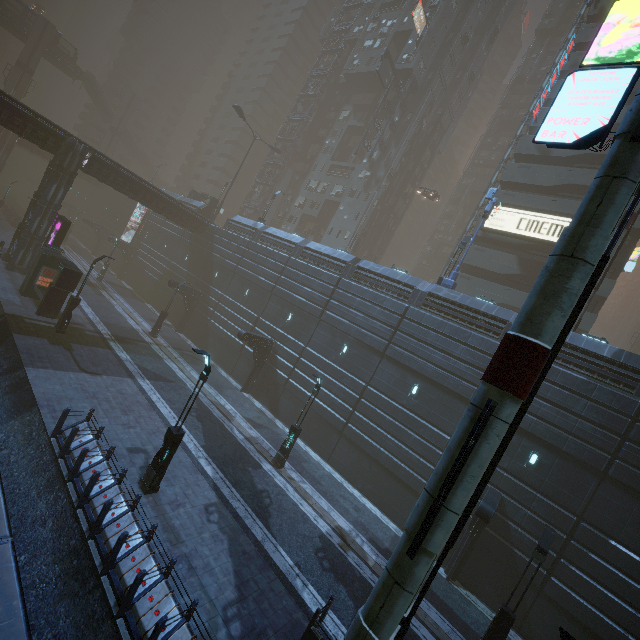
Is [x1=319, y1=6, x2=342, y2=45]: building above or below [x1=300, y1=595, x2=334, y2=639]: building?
above

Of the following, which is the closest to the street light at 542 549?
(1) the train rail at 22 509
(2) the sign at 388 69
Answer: (1) the train rail at 22 509

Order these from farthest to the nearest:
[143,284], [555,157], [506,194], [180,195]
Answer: [180,195] → [143,284] → [506,194] → [555,157]

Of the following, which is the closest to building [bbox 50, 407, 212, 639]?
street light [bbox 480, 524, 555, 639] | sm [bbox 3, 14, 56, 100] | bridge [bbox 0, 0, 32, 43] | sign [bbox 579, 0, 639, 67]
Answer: sign [bbox 579, 0, 639, 67]

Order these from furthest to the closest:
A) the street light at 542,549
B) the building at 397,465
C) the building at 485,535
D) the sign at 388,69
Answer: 1. the sign at 388,69
2. the building at 397,465
3. the building at 485,535
4. the street light at 542,549

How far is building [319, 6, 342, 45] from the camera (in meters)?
54.97

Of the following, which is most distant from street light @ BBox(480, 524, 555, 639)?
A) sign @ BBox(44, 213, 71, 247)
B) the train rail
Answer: sign @ BBox(44, 213, 71, 247)

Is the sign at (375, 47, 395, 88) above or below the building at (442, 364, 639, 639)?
above
